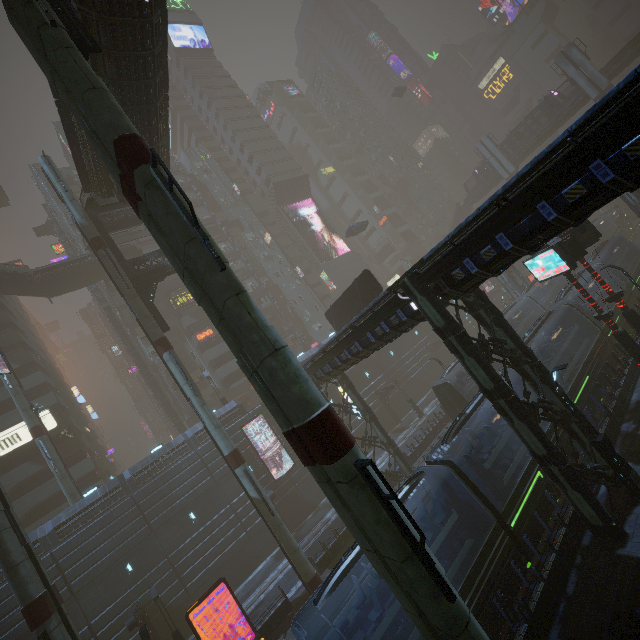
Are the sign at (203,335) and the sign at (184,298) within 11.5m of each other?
yes

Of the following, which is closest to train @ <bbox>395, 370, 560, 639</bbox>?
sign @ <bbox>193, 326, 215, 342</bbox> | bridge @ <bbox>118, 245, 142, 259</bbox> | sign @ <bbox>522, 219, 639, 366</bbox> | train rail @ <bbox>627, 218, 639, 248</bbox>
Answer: train rail @ <bbox>627, 218, 639, 248</bbox>

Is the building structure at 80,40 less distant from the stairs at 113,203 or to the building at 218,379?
the stairs at 113,203

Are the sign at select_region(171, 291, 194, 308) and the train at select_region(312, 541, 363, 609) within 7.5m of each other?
no

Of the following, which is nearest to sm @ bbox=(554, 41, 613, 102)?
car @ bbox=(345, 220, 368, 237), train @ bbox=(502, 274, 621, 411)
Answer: train @ bbox=(502, 274, 621, 411)

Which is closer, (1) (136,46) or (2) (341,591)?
(1) (136,46)

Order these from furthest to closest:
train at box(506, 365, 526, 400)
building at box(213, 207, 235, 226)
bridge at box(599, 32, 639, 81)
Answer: building at box(213, 207, 235, 226), bridge at box(599, 32, 639, 81), train at box(506, 365, 526, 400)

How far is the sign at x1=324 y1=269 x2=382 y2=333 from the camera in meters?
22.6
